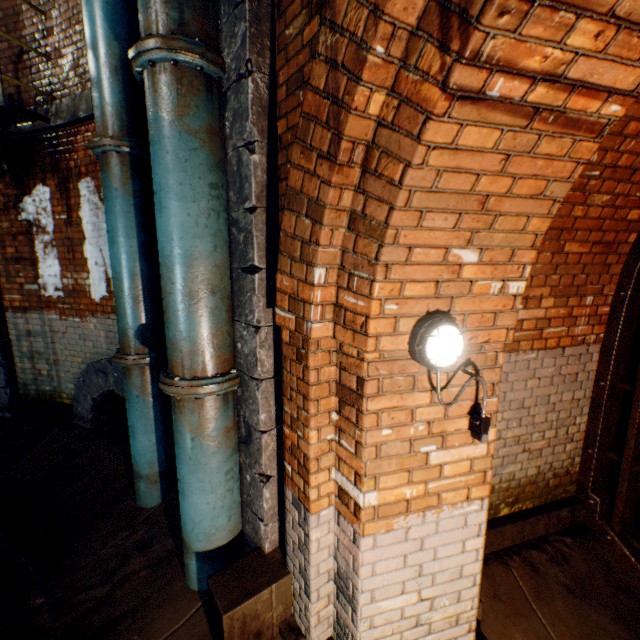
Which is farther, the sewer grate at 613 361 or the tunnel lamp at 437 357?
the sewer grate at 613 361

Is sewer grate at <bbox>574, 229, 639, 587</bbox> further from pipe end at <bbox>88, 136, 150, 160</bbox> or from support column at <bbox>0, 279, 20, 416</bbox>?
support column at <bbox>0, 279, 20, 416</bbox>

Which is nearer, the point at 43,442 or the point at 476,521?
the point at 476,521

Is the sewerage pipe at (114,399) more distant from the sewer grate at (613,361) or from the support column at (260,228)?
the sewer grate at (613,361)

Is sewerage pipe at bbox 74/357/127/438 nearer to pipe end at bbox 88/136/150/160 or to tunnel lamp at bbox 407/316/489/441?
pipe end at bbox 88/136/150/160

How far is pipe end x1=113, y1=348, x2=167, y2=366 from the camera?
3.2m

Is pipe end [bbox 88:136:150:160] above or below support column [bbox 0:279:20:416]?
above

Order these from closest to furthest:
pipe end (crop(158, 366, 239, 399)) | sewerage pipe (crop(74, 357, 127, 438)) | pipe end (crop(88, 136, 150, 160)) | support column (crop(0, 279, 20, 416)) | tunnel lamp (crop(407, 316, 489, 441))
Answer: tunnel lamp (crop(407, 316, 489, 441)) → pipe end (crop(158, 366, 239, 399)) → pipe end (crop(88, 136, 150, 160)) → sewerage pipe (crop(74, 357, 127, 438)) → support column (crop(0, 279, 20, 416))
